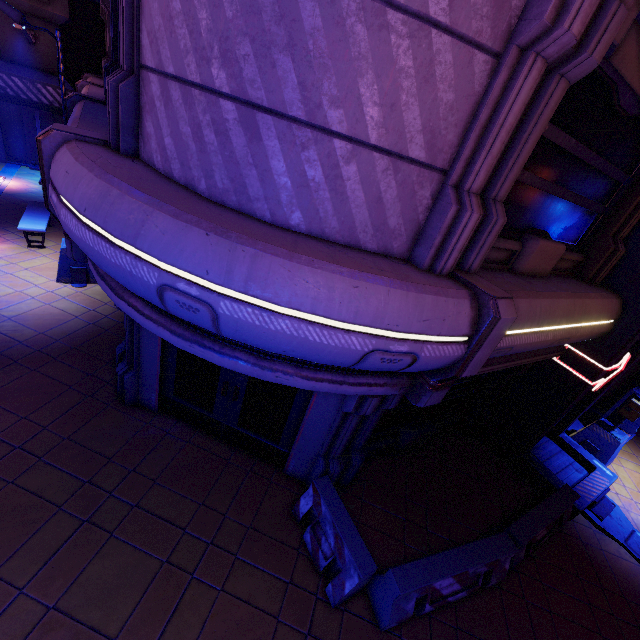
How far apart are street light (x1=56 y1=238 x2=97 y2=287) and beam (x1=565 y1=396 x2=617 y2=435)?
14.1m

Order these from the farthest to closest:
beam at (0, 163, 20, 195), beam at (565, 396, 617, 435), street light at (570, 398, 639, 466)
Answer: beam at (0, 163, 20, 195)
beam at (565, 396, 617, 435)
street light at (570, 398, 639, 466)

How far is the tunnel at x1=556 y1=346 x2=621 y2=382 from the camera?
6.7 meters

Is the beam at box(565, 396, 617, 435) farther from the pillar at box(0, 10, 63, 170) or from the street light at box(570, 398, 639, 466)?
the pillar at box(0, 10, 63, 170)

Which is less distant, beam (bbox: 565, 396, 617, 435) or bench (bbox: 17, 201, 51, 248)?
bench (bbox: 17, 201, 51, 248)

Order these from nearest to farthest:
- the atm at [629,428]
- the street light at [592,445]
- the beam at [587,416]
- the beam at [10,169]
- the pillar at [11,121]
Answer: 1. the street light at [592,445]
2. the atm at [629,428]
3. the beam at [587,416]
4. the beam at [10,169]
5. the pillar at [11,121]

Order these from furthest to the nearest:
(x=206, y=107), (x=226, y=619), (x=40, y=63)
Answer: (x=40, y=63) < (x=226, y=619) < (x=206, y=107)

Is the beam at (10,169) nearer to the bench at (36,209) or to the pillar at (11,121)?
the pillar at (11,121)
